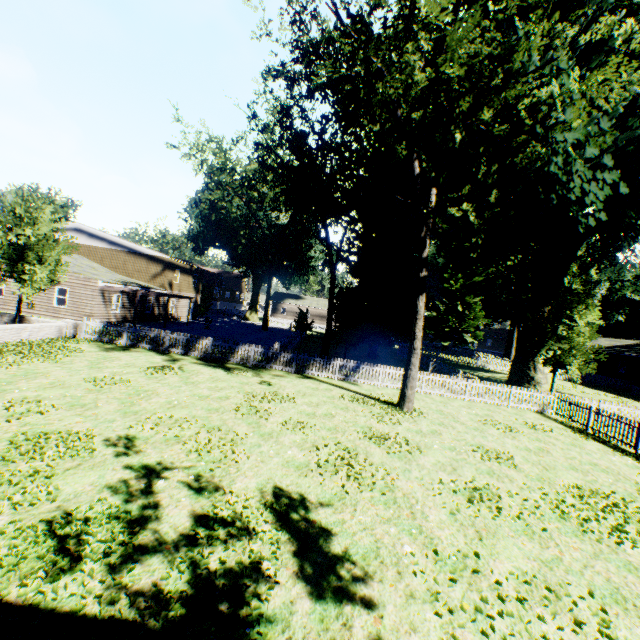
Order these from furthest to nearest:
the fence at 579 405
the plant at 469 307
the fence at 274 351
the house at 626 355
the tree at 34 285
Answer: the house at 626 355 → the fence at 274 351 → the tree at 34 285 → the fence at 579 405 → the plant at 469 307

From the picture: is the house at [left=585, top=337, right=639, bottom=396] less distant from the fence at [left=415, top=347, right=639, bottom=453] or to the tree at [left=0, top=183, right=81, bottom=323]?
the fence at [left=415, top=347, right=639, bottom=453]

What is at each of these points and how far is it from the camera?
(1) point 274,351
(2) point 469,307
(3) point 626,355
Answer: (1) fence, 18.53m
(2) plant, 51.59m
(3) house, 41.88m

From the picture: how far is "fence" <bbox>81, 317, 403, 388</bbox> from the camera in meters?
18.5 m

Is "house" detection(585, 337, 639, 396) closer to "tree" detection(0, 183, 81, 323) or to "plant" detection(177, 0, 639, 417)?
"plant" detection(177, 0, 639, 417)

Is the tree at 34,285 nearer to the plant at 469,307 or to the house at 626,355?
the plant at 469,307

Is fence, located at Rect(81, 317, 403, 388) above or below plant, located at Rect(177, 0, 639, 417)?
below

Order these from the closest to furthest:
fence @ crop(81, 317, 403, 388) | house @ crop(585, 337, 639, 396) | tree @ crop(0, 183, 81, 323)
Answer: tree @ crop(0, 183, 81, 323) < fence @ crop(81, 317, 403, 388) < house @ crop(585, 337, 639, 396)
